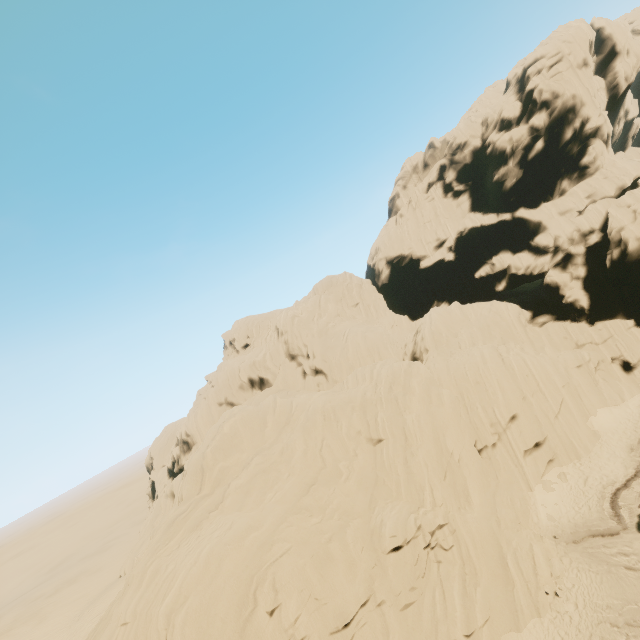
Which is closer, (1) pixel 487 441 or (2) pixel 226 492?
(2) pixel 226 492
